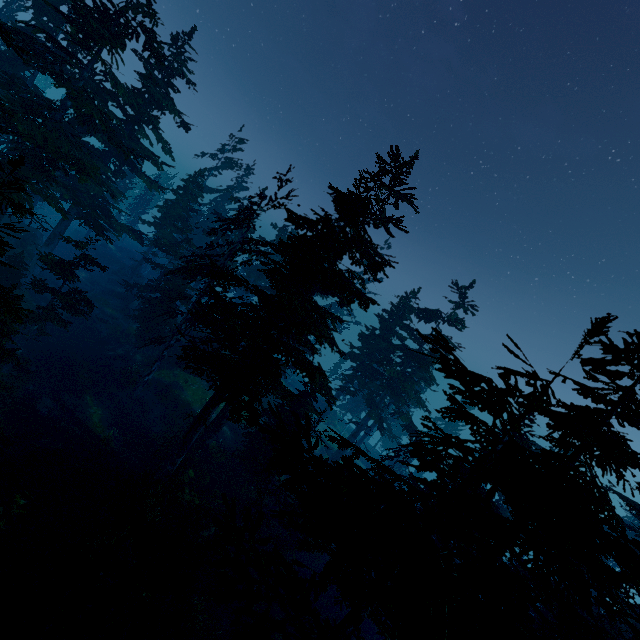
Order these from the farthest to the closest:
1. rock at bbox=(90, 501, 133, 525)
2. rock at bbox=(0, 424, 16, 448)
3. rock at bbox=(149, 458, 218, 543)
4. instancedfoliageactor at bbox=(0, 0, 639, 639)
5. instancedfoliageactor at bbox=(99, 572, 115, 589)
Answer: rock at bbox=(149, 458, 218, 543)
rock at bbox=(0, 424, 16, 448)
rock at bbox=(90, 501, 133, 525)
instancedfoliageactor at bbox=(99, 572, 115, 589)
instancedfoliageactor at bbox=(0, 0, 639, 639)

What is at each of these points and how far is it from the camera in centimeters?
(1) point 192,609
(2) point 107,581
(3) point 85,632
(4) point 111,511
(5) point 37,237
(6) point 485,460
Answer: (1) instancedfoliageactor, 1731cm
(2) instancedfoliageactor, 1137cm
(3) rock, 1032cm
(4) rock, 1502cm
(5) rock, 3353cm
(6) instancedfoliageactor, 605cm

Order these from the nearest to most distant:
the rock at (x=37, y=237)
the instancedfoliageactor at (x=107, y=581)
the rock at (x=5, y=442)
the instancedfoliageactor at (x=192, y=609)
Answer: the instancedfoliageactor at (x=107, y=581) < the rock at (x=5, y=442) < the instancedfoliageactor at (x=192, y=609) < the rock at (x=37, y=237)

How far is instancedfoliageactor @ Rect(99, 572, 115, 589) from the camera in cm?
1129

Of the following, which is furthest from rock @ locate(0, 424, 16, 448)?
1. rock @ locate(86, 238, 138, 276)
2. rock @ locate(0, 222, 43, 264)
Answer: rock @ locate(86, 238, 138, 276)

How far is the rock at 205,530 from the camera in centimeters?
1714cm

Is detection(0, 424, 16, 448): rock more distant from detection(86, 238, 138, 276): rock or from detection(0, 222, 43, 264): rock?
detection(86, 238, 138, 276): rock

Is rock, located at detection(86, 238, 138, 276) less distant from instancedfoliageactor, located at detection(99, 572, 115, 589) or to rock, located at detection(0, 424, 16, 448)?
instancedfoliageactor, located at detection(99, 572, 115, 589)
